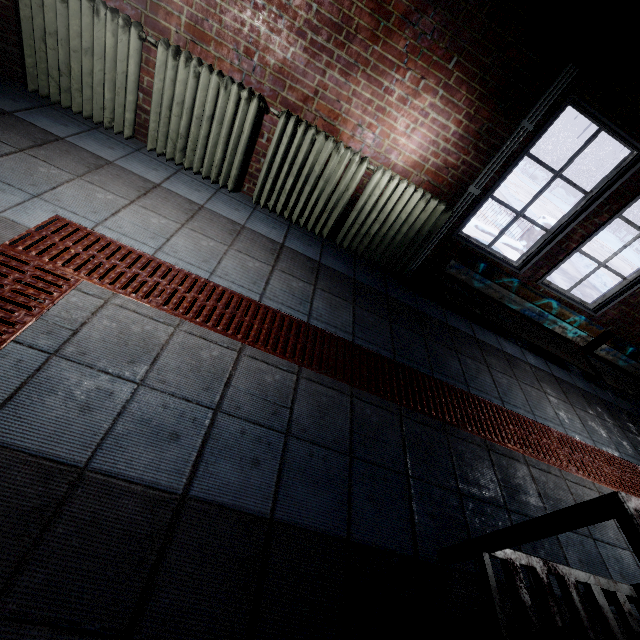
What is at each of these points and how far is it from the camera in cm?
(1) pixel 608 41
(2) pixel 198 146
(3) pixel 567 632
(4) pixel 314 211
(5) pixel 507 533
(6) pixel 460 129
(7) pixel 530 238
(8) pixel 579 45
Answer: (1) pipe, 162
(2) radiator, 272
(3) pipe, 100
(4) radiator, 302
(5) table, 124
(6) window, 260
(7) fence, 766
(8) beam, 215

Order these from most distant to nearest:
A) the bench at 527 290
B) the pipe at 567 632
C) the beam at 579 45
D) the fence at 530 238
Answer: the fence at 530 238, the bench at 527 290, the beam at 579 45, the pipe at 567 632

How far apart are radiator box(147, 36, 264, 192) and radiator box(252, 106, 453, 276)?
0.06m

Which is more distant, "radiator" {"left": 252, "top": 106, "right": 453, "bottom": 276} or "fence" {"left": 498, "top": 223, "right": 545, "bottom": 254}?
"fence" {"left": 498, "top": 223, "right": 545, "bottom": 254}

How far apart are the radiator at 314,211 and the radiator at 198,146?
0.1m

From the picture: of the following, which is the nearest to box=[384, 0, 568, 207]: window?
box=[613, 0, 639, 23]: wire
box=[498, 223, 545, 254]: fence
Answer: box=[613, 0, 639, 23]: wire

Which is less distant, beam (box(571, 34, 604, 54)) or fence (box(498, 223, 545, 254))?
beam (box(571, 34, 604, 54))

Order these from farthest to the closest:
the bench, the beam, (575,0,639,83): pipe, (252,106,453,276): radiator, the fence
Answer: the fence
the bench
(252,106,453,276): radiator
the beam
(575,0,639,83): pipe
